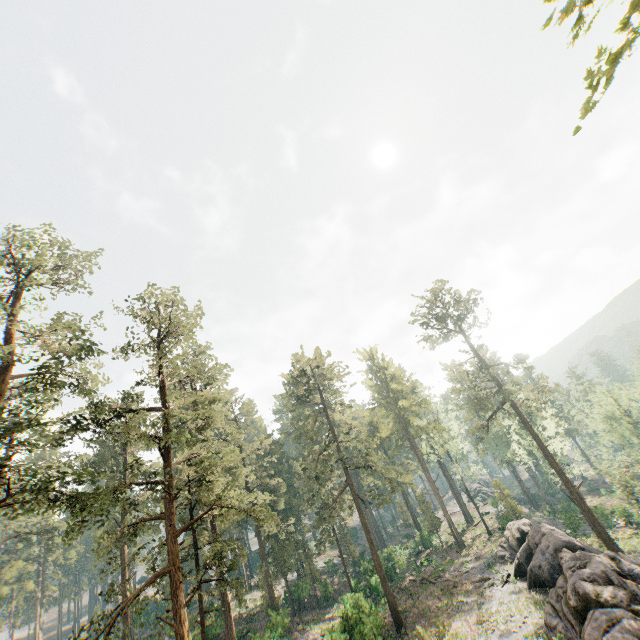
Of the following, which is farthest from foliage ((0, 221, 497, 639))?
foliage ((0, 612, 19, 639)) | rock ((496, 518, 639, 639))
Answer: foliage ((0, 612, 19, 639))

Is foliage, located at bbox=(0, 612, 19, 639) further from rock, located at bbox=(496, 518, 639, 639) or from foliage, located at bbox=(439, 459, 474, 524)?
rock, located at bbox=(496, 518, 639, 639)

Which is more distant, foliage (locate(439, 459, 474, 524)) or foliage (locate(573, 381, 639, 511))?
foliage (locate(439, 459, 474, 524))

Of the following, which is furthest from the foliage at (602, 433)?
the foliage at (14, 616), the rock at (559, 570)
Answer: the foliage at (14, 616)

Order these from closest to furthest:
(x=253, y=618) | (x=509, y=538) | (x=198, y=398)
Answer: (x=198, y=398)
(x=509, y=538)
(x=253, y=618)

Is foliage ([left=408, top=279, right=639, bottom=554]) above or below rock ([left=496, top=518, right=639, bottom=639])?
above
